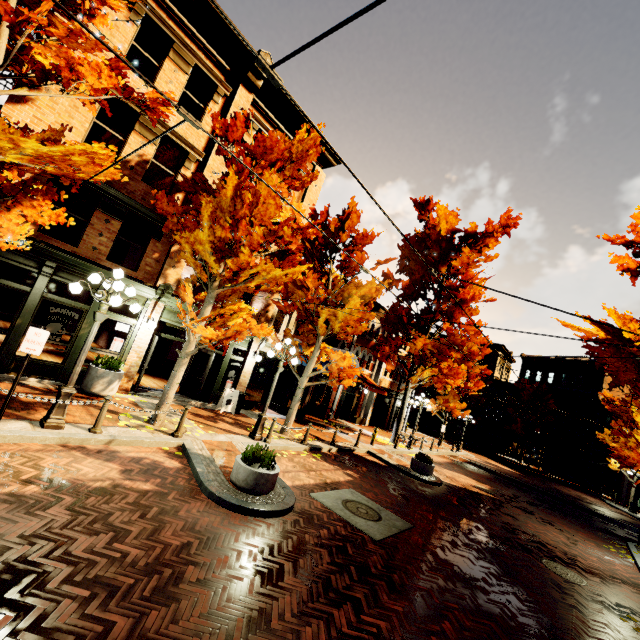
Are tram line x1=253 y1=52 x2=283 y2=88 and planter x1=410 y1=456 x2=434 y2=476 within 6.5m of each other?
no

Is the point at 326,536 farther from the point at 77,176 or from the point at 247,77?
the point at 247,77

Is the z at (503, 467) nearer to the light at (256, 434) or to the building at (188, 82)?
the building at (188, 82)

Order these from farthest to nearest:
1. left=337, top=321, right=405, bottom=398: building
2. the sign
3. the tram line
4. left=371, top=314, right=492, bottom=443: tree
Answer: left=337, top=321, right=405, bottom=398: building → left=371, top=314, right=492, bottom=443: tree → the sign → the tram line

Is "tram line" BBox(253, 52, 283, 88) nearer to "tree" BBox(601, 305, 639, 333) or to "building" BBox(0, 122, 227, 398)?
"tree" BBox(601, 305, 639, 333)

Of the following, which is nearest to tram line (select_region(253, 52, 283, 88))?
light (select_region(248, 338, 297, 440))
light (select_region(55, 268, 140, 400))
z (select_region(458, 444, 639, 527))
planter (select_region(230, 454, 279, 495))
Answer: light (select_region(55, 268, 140, 400))

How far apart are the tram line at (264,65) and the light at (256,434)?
9.2 meters

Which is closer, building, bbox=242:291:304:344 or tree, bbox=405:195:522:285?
building, bbox=242:291:304:344
